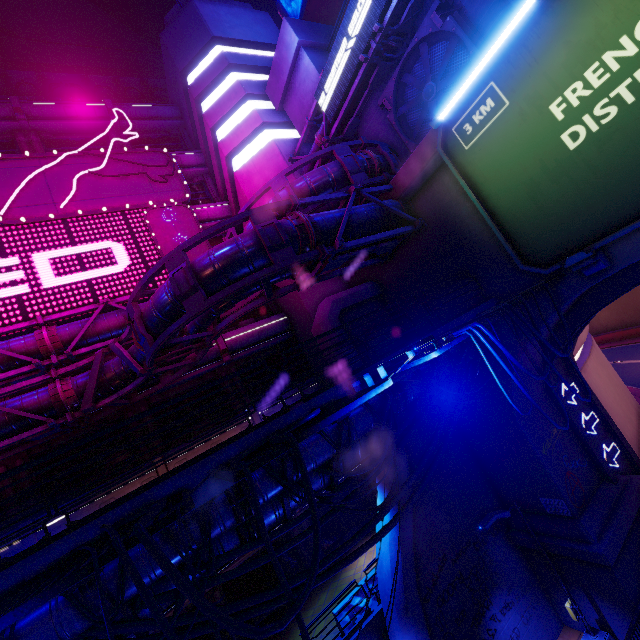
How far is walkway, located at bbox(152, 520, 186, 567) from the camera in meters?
5.7

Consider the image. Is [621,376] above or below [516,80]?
below

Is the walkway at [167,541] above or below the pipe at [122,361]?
below

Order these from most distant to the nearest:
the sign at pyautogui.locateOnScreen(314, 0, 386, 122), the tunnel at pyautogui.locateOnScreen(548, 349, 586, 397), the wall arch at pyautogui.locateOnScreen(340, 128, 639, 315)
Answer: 1. the tunnel at pyautogui.locateOnScreen(548, 349, 586, 397)
2. the sign at pyautogui.locateOnScreen(314, 0, 386, 122)
3. the wall arch at pyautogui.locateOnScreen(340, 128, 639, 315)

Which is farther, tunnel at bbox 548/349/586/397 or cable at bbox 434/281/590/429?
tunnel at bbox 548/349/586/397

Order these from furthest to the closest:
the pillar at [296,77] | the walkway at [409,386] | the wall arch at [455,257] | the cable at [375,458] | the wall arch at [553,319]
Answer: the pillar at [296,77]
the wall arch at [553,319]
the wall arch at [455,257]
the cable at [375,458]
the walkway at [409,386]

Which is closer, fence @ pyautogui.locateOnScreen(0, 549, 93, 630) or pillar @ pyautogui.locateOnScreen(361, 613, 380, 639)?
fence @ pyautogui.locateOnScreen(0, 549, 93, 630)

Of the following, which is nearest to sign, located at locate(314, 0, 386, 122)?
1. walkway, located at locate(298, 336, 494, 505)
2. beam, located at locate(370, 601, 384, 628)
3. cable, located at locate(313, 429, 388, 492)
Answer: walkway, located at locate(298, 336, 494, 505)
